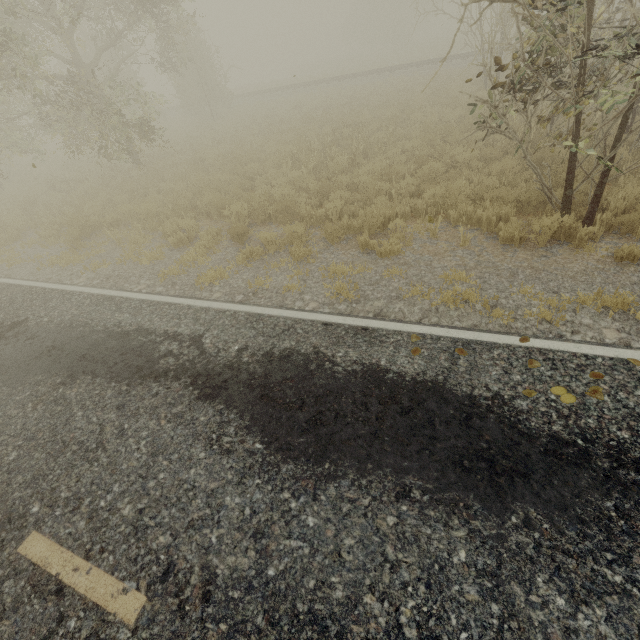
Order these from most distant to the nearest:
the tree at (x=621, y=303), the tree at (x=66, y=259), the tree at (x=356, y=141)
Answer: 1. the tree at (x=356, y=141)
2. the tree at (x=66, y=259)
3. the tree at (x=621, y=303)

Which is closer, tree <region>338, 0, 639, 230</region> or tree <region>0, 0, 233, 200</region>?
tree <region>338, 0, 639, 230</region>

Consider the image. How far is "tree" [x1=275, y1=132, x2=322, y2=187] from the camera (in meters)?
9.90

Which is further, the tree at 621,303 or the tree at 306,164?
the tree at 306,164

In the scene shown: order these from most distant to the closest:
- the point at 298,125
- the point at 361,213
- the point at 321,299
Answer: the point at 298,125 → the point at 361,213 → the point at 321,299

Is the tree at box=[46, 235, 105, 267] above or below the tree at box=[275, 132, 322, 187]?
below

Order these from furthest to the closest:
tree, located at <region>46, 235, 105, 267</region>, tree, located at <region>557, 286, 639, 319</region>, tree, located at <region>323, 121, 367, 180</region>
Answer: tree, located at <region>323, 121, 367, 180</region> < tree, located at <region>46, 235, 105, 267</region> < tree, located at <region>557, 286, 639, 319</region>
